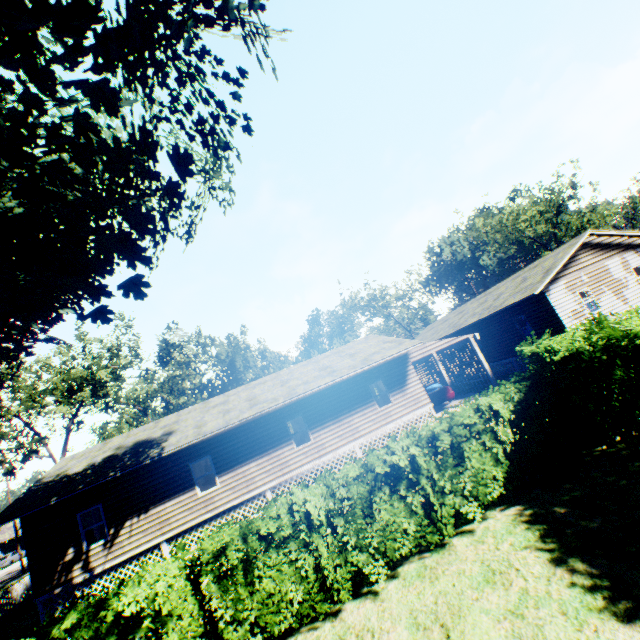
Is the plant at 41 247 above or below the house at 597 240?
above

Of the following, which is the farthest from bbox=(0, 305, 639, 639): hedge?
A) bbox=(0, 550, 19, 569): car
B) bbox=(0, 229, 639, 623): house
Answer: bbox=(0, 550, 19, 569): car

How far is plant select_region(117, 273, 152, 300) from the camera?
7.8m

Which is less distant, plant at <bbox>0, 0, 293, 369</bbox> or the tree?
plant at <bbox>0, 0, 293, 369</bbox>

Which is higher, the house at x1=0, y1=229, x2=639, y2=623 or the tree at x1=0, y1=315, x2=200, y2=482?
the tree at x1=0, y1=315, x2=200, y2=482

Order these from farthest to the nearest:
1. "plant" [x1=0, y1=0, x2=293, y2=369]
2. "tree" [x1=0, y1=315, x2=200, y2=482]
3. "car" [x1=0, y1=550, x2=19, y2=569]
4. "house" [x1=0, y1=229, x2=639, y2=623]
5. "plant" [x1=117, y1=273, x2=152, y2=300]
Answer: "car" [x1=0, y1=550, x2=19, y2=569] → "tree" [x1=0, y1=315, x2=200, y2=482] → "house" [x1=0, y1=229, x2=639, y2=623] → "plant" [x1=117, y1=273, x2=152, y2=300] → "plant" [x1=0, y1=0, x2=293, y2=369]

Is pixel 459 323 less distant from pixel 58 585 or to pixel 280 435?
pixel 280 435

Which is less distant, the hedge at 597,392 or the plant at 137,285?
the hedge at 597,392
